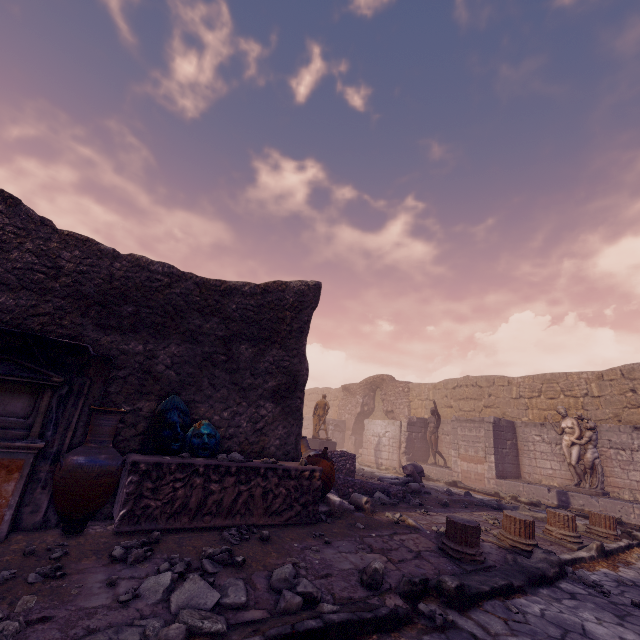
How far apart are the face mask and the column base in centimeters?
353cm

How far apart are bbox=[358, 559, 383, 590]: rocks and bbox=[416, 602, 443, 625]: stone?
0.41m

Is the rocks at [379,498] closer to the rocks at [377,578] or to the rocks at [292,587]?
the rocks at [377,578]

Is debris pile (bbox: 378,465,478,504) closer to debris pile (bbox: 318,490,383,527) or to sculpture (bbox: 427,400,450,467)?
debris pile (bbox: 318,490,383,527)

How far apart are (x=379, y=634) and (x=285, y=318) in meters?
4.7

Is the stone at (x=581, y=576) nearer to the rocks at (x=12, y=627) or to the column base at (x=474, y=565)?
the column base at (x=474, y=565)

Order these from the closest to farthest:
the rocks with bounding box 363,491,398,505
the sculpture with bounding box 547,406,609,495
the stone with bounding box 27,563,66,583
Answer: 1. the stone with bounding box 27,563,66,583
2. the rocks with bounding box 363,491,398,505
3. the sculpture with bounding box 547,406,609,495

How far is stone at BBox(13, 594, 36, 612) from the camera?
2.4m
